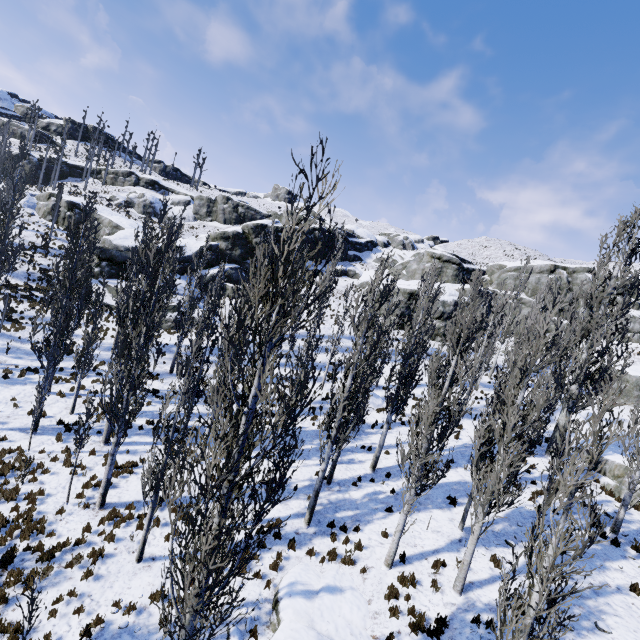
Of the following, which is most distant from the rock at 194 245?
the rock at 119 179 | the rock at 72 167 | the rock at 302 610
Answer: the rock at 302 610

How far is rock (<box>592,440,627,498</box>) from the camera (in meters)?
15.91

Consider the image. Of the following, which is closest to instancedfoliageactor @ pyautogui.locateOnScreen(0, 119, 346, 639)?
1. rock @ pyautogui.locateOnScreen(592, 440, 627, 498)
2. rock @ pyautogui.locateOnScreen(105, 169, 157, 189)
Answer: rock @ pyautogui.locateOnScreen(592, 440, 627, 498)

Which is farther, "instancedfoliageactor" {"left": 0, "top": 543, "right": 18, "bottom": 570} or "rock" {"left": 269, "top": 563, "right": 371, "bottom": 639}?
"instancedfoliageactor" {"left": 0, "top": 543, "right": 18, "bottom": 570}

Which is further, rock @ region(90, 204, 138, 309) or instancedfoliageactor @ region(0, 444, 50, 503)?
rock @ region(90, 204, 138, 309)

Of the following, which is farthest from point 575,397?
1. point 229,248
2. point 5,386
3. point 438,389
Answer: point 229,248

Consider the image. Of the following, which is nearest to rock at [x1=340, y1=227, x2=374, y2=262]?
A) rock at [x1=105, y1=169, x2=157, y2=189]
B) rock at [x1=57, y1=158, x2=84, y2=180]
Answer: rock at [x1=105, y1=169, x2=157, y2=189]

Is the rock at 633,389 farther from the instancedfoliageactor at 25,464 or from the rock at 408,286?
the rock at 408,286
